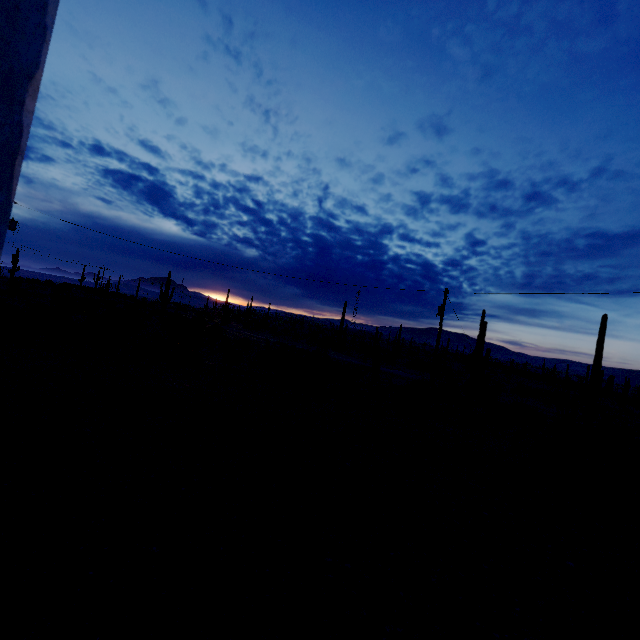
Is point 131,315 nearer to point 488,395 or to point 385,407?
point 385,407
